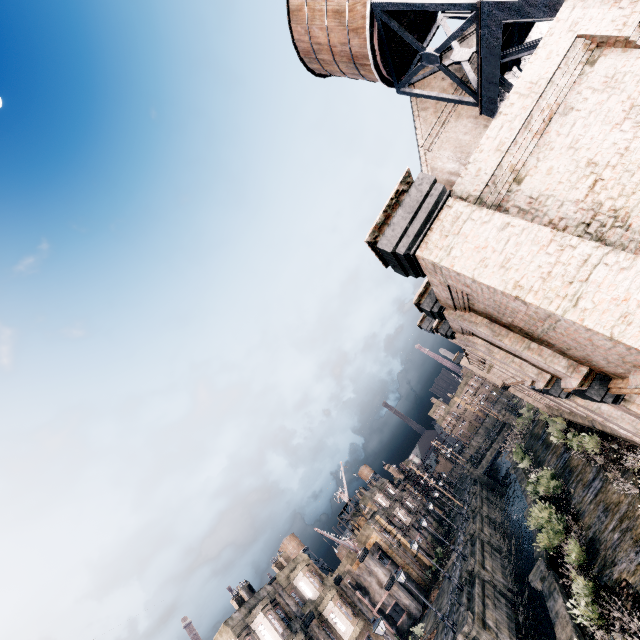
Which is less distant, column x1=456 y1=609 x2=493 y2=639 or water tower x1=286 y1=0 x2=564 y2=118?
water tower x1=286 y1=0 x2=564 y2=118

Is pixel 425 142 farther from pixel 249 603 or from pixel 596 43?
pixel 249 603

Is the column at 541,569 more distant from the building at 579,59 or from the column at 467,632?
the building at 579,59

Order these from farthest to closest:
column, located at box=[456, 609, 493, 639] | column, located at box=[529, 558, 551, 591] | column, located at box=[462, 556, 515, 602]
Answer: column, located at box=[462, 556, 515, 602], column, located at box=[456, 609, 493, 639], column, located at box=[529, 558, 551, 591]

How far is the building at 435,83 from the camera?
20.6m

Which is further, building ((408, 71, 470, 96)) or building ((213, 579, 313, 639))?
building ((213, 579, 313, 639))

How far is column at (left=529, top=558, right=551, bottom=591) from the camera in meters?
18.6 m

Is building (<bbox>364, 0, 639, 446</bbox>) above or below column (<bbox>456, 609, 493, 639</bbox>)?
above
